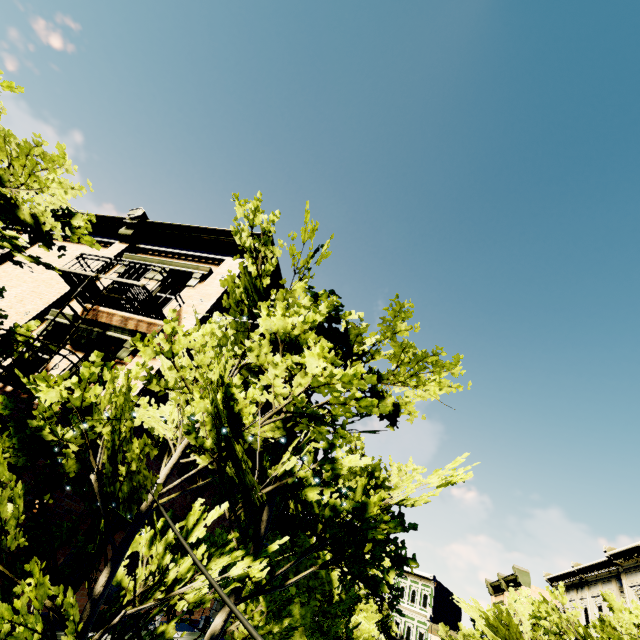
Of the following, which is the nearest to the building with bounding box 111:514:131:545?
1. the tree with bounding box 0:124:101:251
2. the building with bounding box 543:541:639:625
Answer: the tree with bounding box 0:124:101:251

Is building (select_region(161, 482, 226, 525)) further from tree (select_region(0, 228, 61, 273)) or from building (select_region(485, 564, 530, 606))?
building (select_region(485, 564, 530, 606))

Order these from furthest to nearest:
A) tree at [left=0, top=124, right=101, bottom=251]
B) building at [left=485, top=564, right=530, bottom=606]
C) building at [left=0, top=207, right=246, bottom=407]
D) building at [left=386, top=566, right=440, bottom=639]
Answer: building at [left=386, top=566, right=440, bottom=639] → building at [left=485, top=564, right=530, bottom=606] → building at [left=0, top=207, right=246, bottom=407] → tree at [left=0, top=124, right=101, bottom=251]

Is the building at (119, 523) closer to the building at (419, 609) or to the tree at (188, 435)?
the tree at (188, 435)

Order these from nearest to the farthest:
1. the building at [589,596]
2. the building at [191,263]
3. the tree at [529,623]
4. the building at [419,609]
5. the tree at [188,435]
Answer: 1. the tree at [188,435]
2. the building at [191,263]
3. the tree at [529,623]
4. the building at [589,596]
5. the building at [419,609]

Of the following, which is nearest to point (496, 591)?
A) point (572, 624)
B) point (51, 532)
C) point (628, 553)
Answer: point (628, 553)

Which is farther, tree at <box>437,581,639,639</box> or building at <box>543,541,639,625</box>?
building at <box>543,541,639,625</box>
